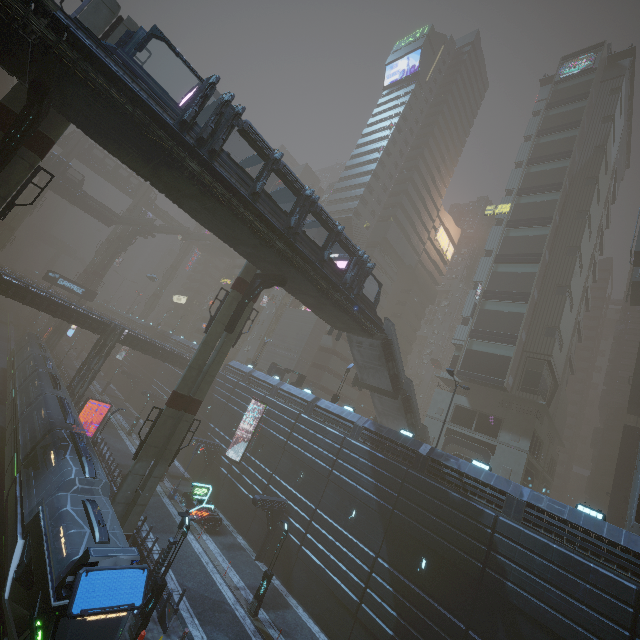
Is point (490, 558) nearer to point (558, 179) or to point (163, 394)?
point (163, 394)

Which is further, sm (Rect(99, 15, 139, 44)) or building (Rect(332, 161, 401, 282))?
building (Rect(332, 161, 401, 282))

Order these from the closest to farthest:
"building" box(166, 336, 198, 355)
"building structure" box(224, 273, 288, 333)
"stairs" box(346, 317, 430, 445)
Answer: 1. "building structure" box(224, 273, 288, 333)
2. "stairs" box(346, 317, 430, 445)
3. "building" box(166, 336, 198, 355)

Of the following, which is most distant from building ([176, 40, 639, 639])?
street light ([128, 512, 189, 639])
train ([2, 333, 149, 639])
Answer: street light ([128, 512, 189, 639])

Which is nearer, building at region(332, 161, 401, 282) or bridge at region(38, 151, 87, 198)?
bridge at region(38, 151, 87, 198)

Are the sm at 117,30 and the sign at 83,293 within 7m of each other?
no

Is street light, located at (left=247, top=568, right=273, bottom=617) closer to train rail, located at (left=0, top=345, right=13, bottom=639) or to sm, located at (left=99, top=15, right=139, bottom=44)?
train rail, located at (left=0, top=345, right=13, bottom=639)

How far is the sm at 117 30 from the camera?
Answer: 16.6m
